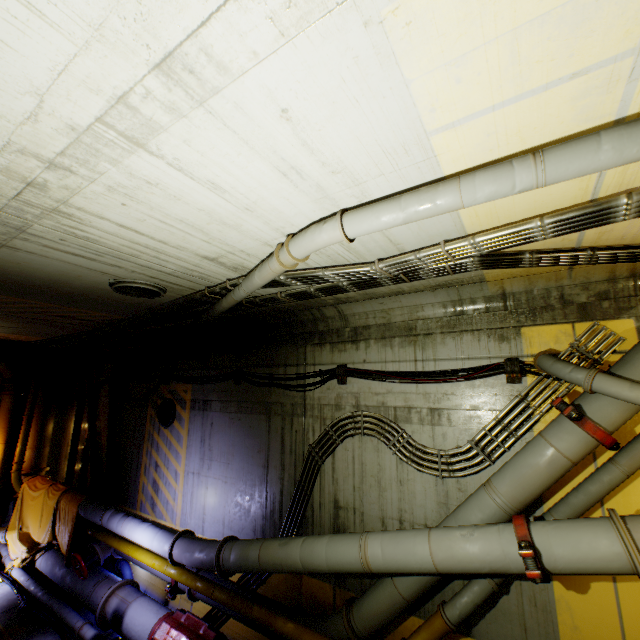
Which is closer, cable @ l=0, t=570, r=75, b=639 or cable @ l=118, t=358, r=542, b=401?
cable @ l=118, t=358, r=542, b=401

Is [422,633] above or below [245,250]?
below

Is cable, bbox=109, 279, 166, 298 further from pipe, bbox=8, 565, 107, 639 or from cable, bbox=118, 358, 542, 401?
cable, bbox=118, 358, 542, 401

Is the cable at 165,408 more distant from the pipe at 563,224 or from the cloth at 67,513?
the cloth at 67,513

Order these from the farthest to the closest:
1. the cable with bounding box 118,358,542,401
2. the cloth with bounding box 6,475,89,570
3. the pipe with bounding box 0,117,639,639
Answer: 1. the cloth with bounding box 6,475,89,570
2. the cable with bounding box 118,358,542,401
3. the pipe with bounding box 0,117,639,639

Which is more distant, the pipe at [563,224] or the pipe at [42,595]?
the pipe at [42,595]

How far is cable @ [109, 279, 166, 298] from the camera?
5.0 meters

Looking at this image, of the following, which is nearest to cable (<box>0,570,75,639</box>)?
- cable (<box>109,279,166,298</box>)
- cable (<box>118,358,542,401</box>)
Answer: cable (<box>118,358,542,401</box>)
